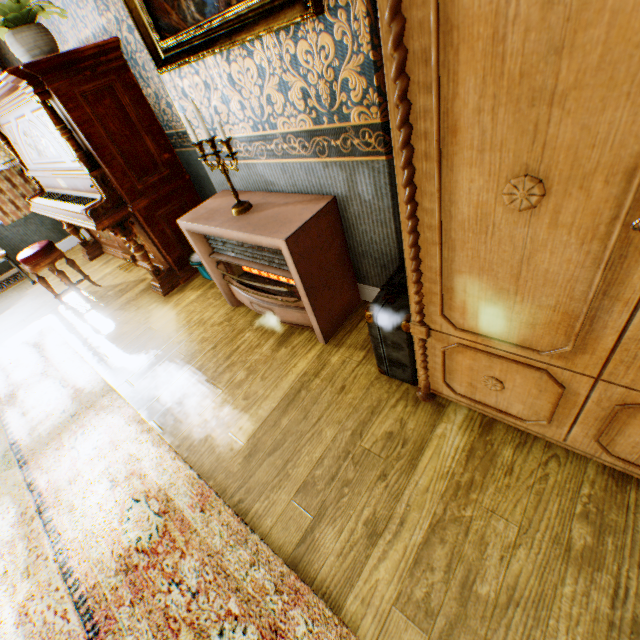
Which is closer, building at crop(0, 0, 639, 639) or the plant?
building at crop(0, 0, 639, 639)

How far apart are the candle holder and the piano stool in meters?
2.7

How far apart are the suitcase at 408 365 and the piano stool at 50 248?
3.7 meters

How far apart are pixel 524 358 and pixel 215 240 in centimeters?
221cm

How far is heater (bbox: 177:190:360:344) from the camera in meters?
1.9 m

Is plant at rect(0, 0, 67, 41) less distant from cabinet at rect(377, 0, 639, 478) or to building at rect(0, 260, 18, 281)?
building at rect(0, 260, 18, 281)

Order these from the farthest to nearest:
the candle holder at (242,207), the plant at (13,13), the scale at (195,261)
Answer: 1. the scale at (195,261)
2. the plant at (13,13)
3. the candle holder at (242,207)

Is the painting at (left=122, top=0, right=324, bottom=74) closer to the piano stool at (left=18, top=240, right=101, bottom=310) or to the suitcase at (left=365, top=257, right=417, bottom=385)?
the suitcase at (left=365, top=257, right=417, bottom=385)
